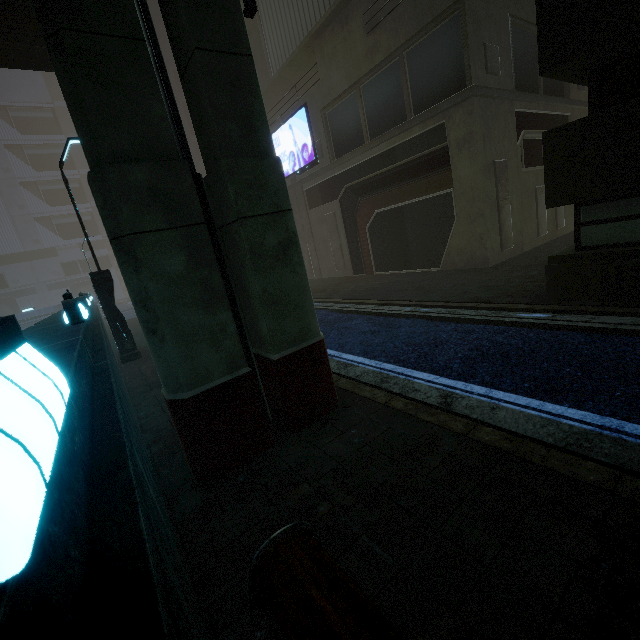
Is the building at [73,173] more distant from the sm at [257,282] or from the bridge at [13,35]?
the bridge at [13,35]

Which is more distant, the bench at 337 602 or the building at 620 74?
the building at 620 74

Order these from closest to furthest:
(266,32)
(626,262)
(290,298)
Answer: (290,298) → (626,262) → (266,32)

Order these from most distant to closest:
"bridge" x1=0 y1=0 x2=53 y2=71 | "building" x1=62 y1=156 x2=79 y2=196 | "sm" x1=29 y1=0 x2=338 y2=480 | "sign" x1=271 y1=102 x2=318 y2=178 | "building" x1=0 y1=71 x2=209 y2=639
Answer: "building" x1=62 y1=156 x2=79 y2=196
"sign" x1=271 y1=102 x2=318 y2=178
"bridge" x1=0 y1=0 x2=53 y2=71
"sm" x1=29 y1=0 x2=338 y2=480
"building" x1=0 y1=71 x2=209 y2=639

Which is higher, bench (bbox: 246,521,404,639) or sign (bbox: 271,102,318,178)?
sign (bbox: 271,102,318,178)

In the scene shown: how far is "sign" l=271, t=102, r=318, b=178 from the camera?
17.97m

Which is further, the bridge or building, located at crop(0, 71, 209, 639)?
the bridge

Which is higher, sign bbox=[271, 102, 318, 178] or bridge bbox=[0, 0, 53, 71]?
bridge bbox=[0, 0, 53, 71]
